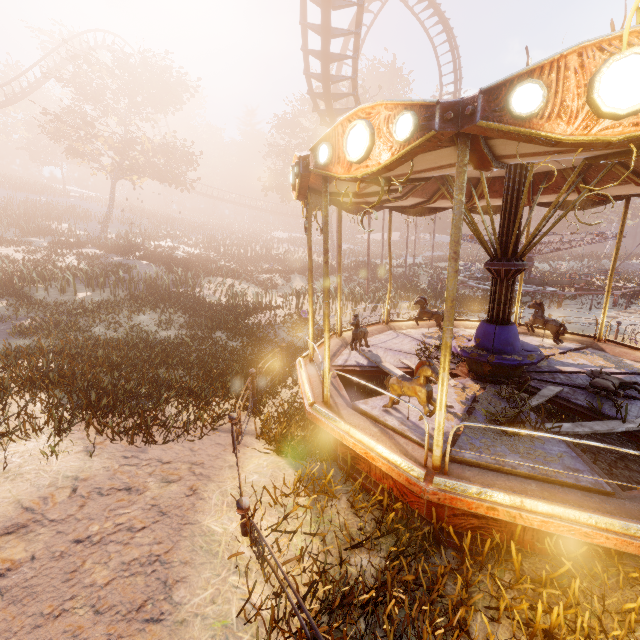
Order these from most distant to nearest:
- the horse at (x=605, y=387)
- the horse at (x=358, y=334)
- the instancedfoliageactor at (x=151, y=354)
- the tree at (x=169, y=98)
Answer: the tree at (x=169, y=98) → the horse at (x=358, y=334) → the instancedfoliageactor at (x=151, y=354) → the horse at (x=605, y=387)

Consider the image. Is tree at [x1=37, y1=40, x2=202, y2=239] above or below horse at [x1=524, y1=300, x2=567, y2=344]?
above

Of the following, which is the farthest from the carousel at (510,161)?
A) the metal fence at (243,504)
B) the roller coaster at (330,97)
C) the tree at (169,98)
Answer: the tree at (169,98)

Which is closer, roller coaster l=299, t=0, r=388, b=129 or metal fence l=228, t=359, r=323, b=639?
metal fence l=228, t=359, r=323, b=639

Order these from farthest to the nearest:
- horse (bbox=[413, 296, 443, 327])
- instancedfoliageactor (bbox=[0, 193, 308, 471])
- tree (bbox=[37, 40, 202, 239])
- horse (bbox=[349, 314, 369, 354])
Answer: tree (bbox=[37, 40, 202, 239]), horse (bbox=[413, 296, 443, 327]), horse (bbox=[349, 314, 369, 354]), instancedfoliageactor (bbox=[0, 193, 308, 471])

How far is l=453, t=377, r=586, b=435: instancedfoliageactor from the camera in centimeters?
443cm

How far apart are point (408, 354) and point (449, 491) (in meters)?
4.34

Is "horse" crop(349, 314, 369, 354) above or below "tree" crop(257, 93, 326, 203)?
below
